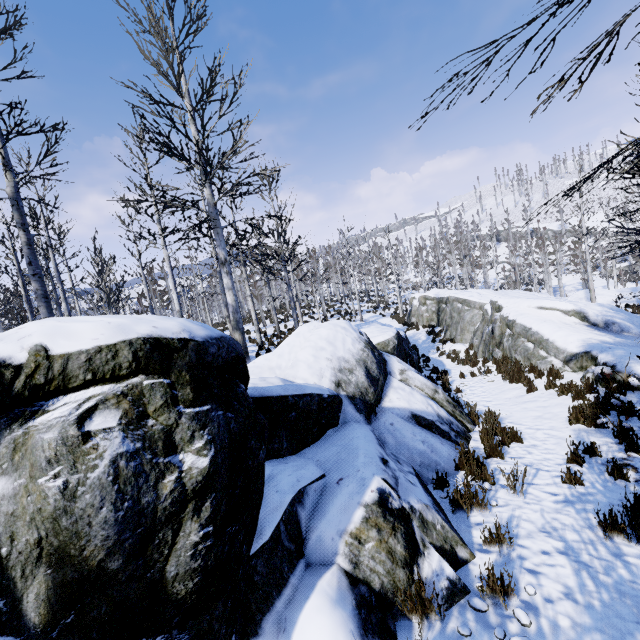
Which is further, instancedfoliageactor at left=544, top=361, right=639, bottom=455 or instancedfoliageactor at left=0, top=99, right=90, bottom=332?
instancedfoliageactor at left=0, top=99, right=90, bottom=332

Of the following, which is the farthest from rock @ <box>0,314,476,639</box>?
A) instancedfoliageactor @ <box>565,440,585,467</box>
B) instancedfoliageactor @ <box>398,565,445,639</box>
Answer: instancedfoliageactor @ <box>565,440,585,467</box>

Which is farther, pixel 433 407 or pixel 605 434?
pixel 433 407

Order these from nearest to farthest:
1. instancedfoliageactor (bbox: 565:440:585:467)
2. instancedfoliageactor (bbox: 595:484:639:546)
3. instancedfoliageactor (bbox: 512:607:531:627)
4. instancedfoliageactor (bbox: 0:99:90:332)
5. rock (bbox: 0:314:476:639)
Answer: rock (bbox: 0:314:476:639) < instancedfoliageactor (bbox: 512:607:531:627) < instancedfoliageactor (bbox: 595:484:639:546) < instancedfoliageactor (bbox: 565:440:585:467) < instancedfoliageactor (bbox: 0:99:90:332)

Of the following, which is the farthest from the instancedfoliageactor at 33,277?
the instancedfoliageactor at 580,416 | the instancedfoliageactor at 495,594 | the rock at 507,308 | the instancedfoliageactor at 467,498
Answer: the instancedfoliageactor at 580,416

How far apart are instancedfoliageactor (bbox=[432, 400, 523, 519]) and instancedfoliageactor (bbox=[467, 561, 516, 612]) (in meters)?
2.35

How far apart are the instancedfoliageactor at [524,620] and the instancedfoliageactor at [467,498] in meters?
2.4
